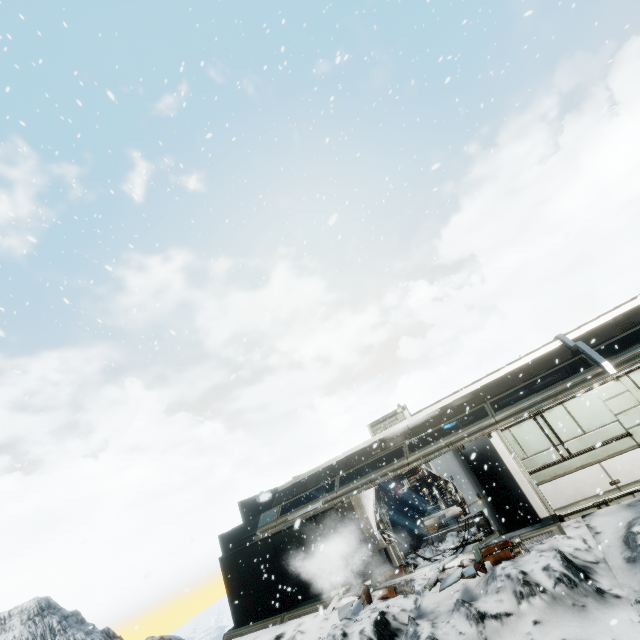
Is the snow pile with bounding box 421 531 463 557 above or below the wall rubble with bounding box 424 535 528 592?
above

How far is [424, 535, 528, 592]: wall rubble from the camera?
8.7 meters

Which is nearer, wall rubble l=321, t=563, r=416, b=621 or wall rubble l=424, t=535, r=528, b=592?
wall rubble l=424, t=535, r=528, b=592

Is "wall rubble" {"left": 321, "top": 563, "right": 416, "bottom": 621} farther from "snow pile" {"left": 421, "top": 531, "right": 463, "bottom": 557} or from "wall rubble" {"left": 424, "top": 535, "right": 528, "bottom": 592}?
"wall rubble" {"left": 424, "top": 535, "right": 528, "bottom": 592}

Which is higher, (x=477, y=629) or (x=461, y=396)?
(x=461, y=396)

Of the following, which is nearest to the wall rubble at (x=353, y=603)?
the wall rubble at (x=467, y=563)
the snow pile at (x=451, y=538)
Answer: the snow pile at (x=451, y=538)

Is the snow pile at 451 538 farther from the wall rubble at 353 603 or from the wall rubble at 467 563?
the wall rubble at 467 563
